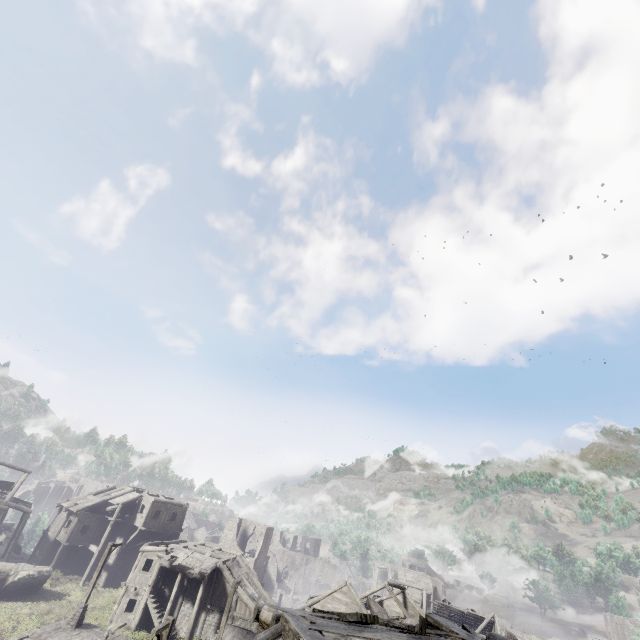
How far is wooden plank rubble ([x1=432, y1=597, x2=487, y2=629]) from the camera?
45.2m

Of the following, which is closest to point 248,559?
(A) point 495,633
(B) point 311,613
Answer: (A) point 495,633

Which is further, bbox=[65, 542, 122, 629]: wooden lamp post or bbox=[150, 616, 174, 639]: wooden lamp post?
bbox=[65, 542, 122, 629]: wooden lamp post

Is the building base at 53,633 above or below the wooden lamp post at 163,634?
below

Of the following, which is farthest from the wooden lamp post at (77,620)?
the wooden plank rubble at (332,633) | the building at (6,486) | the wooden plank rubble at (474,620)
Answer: the wooden plank rubble at (474,620)

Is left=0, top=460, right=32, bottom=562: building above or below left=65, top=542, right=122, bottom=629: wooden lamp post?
above

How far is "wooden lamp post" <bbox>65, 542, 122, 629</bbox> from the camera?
21.6 meters

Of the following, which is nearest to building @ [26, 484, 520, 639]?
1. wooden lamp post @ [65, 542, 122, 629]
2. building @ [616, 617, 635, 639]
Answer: wooden lamp post @ [65, 542, 122, 629]
